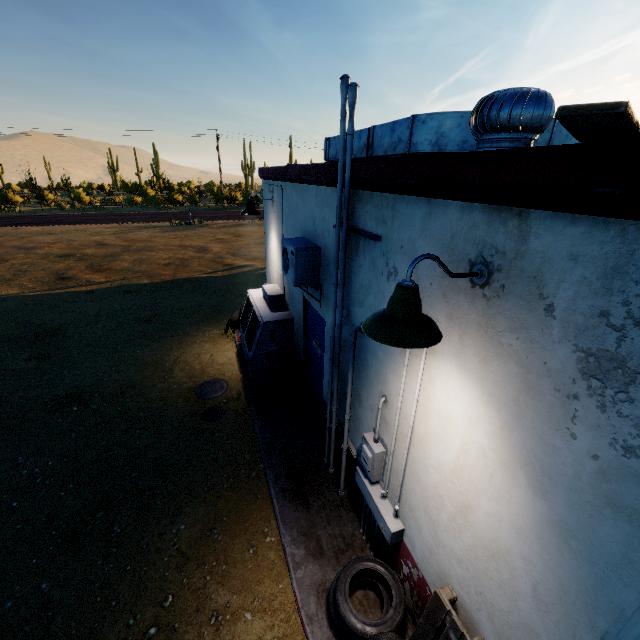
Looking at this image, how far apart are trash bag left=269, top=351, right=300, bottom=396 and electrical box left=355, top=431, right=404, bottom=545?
2.75m

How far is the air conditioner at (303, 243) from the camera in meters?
4.3

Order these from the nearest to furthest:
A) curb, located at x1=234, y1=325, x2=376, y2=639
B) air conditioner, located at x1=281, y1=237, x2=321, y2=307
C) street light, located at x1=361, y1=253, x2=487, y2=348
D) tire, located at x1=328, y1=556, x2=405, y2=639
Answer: street light, located at x1=361, y1=253, x2=487, y2=348 < tire, located at x1=328, y1=556, x2=405, y2=639 < curb, located at x1=234, y1=325, x2=376, y2=639 < air conditioner, located at x1=281, y1=237, x2=321, y2=307

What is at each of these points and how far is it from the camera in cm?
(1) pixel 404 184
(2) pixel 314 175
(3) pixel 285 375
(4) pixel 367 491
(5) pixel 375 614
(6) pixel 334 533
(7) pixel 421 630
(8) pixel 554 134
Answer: (1) roof trim, 243
(2) roof trim, 418
(3) trash bag, 629
(4) electrical box, 353
(5) curb, 330
(6) curb, 404
(7) pallet, 261
(8) air duct, 391

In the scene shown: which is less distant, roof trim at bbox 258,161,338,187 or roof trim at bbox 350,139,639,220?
roof trim at bbox 350,139,639,220

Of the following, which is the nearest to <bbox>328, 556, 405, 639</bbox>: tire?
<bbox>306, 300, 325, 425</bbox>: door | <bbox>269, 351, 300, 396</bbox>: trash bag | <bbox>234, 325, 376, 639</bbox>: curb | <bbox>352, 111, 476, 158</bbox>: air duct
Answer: <bbox>234, 325, 376, 639</bbox>: curb

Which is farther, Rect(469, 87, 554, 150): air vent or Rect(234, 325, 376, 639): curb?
Rect(234, 325, 376, 639): curb

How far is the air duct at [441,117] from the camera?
3.6m
